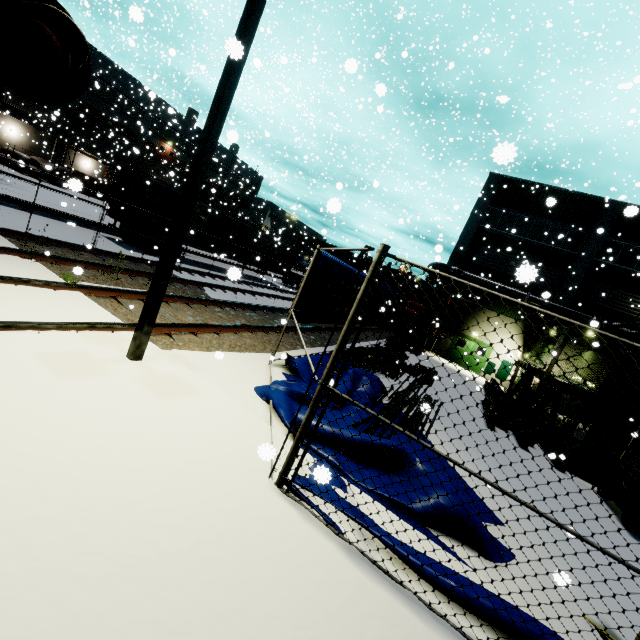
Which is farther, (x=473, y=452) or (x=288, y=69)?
(x=288, y=69)

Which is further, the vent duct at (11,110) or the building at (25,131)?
the building at (25,131)

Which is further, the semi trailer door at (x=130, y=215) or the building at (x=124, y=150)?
the building at (x=124, y=150)

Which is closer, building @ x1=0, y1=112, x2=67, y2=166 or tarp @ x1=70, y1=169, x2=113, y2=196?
tarp @ x1=70, y1=169, x2=113, y2=196

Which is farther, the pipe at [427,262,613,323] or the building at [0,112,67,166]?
the building at [0,112,67,166]

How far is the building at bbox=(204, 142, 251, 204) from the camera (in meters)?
52.22

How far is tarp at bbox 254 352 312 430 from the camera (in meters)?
5.67

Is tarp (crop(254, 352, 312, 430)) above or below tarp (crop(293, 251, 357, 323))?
below
